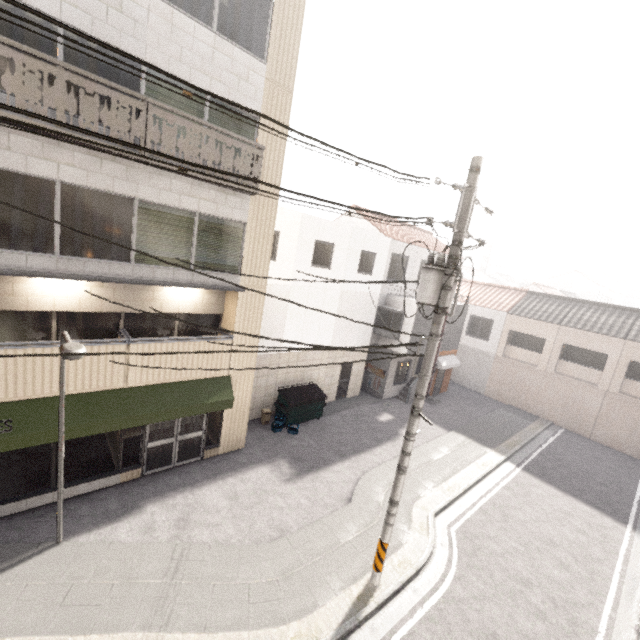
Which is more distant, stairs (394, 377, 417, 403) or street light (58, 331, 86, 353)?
stairs (394, 377, 417, 403)

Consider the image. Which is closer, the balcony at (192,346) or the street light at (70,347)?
the street light at (70,347)

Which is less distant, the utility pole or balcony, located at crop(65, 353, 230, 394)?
the utility pole

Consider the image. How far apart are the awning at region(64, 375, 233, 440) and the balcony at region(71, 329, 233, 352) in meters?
0.0

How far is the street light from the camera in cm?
490

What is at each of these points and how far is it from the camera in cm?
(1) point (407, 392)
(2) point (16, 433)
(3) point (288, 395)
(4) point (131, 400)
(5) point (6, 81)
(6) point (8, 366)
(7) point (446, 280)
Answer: (1) stairs, 1950
(2) awning, 715
(3) dumpster, 1382
(4) awning, 876
(5) balcony, 574
(6) balcony, 707
(7) utility pole, 602

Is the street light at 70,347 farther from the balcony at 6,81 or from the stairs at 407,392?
the stairs at 407,392

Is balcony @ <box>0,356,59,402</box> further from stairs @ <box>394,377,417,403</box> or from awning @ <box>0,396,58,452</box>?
stairs @ <box>394,377,417,403</box>
